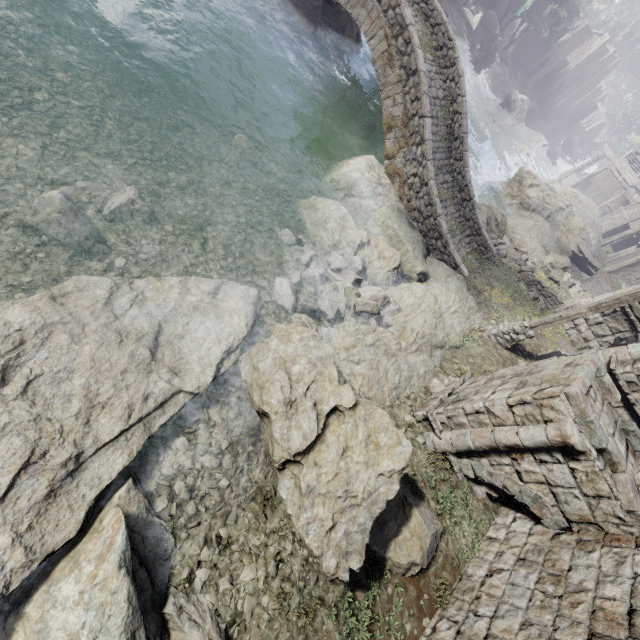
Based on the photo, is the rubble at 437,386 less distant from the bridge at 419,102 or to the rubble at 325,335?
the rubble at 325,335

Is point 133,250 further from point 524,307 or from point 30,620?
point 524,307

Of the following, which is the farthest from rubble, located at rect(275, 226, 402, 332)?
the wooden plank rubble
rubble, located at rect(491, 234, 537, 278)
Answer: the wooden plank rubble

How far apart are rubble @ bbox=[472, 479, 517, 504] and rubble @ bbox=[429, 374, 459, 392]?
1.6 meters

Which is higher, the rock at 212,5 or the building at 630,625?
the building at 630,625

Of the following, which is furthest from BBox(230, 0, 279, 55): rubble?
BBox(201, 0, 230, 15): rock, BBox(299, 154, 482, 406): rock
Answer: BBox(299, 154, 482, 406): rock

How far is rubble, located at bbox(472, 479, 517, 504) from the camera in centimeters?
738cm

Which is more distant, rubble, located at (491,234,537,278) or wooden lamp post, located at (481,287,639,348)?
rubble, located at (491,234,537,278)
